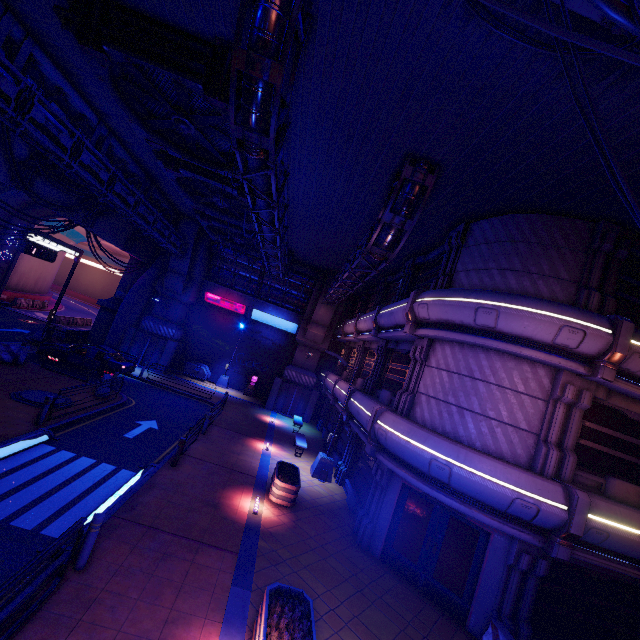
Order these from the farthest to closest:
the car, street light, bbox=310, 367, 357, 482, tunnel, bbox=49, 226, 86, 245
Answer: tunnel, bbox=49, 226, 86, 245 < the car < street light, bbox=310, 367, 357, 482

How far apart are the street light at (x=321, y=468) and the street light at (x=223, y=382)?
14.9 meters

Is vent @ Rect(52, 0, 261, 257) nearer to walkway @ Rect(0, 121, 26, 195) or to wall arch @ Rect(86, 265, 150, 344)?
walkway @ Rect(0, 121, 26, 195)

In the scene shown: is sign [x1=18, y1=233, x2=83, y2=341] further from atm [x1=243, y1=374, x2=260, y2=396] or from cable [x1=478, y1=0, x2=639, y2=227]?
cable [x1=478, y1=0, x2=639, y2=227]

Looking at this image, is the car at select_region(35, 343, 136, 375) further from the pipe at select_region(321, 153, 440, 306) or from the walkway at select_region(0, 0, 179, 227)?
the pipe at select_region(321, 153, 440, 306)

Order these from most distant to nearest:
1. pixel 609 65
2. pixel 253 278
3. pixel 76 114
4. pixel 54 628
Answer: pixel 253 278 → pixel 76 114 → pixel 609 65 → pixel 54 628

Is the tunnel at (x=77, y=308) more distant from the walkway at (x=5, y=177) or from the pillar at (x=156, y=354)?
the pillar at (x=156, y=354)

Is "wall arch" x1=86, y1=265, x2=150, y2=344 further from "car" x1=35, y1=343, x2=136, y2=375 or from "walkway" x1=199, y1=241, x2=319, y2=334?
"car" x1=35, y1=343, x2=136, y2=375
